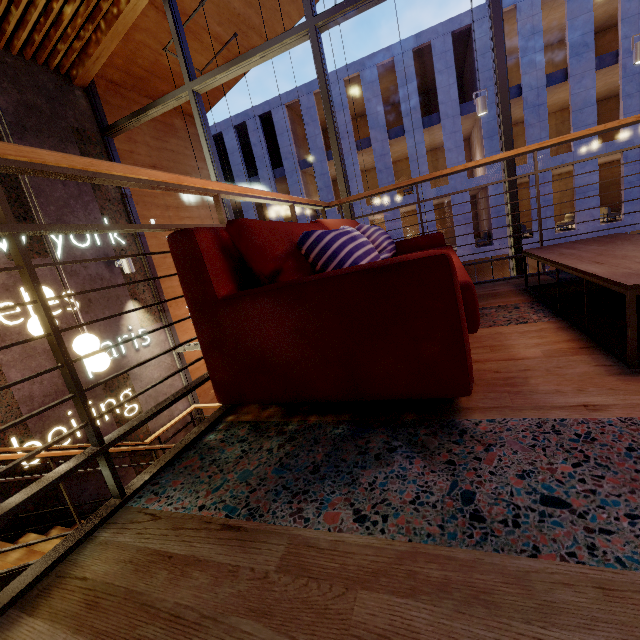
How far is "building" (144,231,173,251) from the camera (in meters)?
6.17

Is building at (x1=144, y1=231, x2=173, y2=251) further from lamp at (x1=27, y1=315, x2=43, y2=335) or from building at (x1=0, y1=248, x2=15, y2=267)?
lamp at (x1=27, y1=315, x2=43, y2=335)

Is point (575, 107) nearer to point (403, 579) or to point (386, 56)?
point (386, 56)

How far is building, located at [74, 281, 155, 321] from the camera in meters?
4.9 m

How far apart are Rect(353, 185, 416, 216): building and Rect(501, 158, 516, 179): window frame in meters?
16.8 m

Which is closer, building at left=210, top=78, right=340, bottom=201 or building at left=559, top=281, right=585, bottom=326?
building at left=559, top=281, right=585, bottom=326

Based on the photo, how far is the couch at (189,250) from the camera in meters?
1.0 m

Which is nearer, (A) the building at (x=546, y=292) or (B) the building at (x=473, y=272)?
(A) the building at (x=546, y=292)
